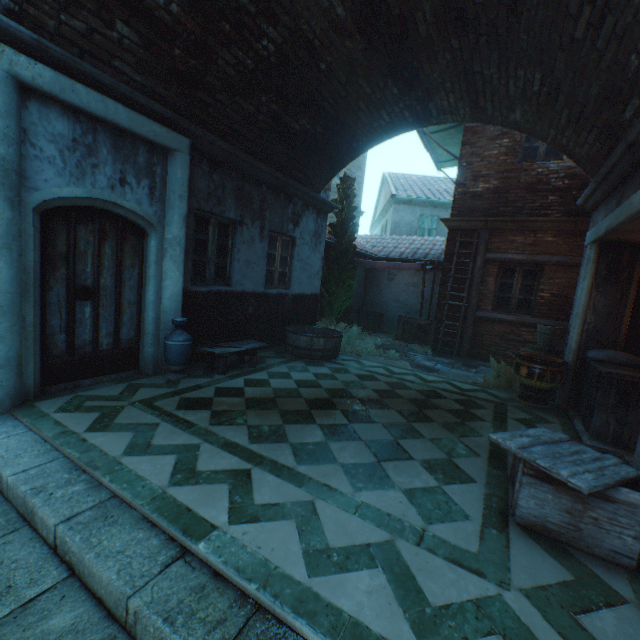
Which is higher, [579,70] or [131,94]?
[579,70]

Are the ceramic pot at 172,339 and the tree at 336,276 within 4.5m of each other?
no

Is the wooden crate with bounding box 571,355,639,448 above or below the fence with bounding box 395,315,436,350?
below

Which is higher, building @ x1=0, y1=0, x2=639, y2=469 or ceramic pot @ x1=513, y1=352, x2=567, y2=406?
building @ x1=0, y1=0, x2=639, y2=469

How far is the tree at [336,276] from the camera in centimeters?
1001cm

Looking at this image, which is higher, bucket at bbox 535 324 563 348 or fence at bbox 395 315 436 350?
bucket at bbox 535 324 563 348

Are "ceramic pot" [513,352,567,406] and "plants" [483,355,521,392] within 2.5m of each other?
yes

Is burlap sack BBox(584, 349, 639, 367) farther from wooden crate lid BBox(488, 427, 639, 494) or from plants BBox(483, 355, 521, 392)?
wooden crate lid BBox(488, 427, 639, 494)
